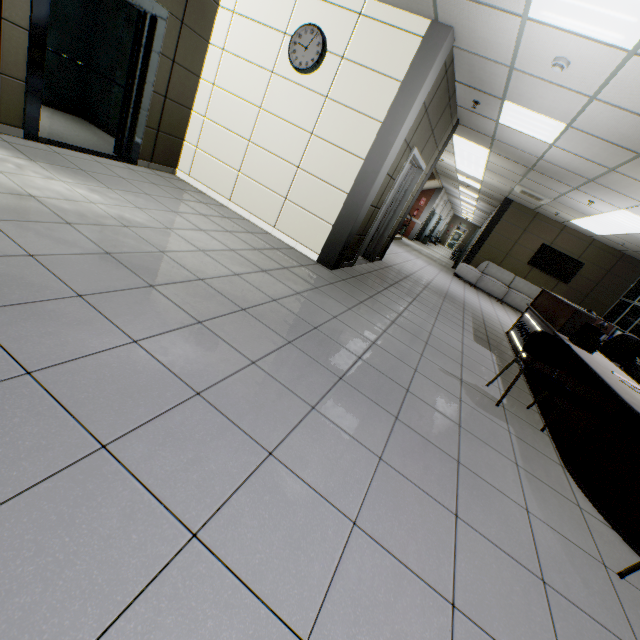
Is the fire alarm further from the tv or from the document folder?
the tv

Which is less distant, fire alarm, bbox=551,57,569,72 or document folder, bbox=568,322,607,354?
fire alarm, bbox=551,57,569,72

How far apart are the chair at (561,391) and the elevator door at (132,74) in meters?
6.3 m

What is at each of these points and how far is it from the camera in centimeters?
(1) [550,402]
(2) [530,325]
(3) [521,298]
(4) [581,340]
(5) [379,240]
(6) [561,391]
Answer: (1) desk, 376cm
(2) sign, 599cm
(3) sofa, 1146cm
(4) document folder, 427cm
(5) door, 704cm
(6) chair, 320cm

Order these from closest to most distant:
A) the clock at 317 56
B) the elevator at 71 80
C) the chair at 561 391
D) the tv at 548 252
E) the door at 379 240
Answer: the chair at 561 391
the elevator at 71 80
the clock at 317 56
the door at 379 240
the tv at 548 252

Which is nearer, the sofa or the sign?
the sign

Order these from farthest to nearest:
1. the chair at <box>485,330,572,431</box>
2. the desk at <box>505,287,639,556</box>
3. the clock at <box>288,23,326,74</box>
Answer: the clock at <box>288,23,326,74</box> < the chair at <box>485,330,572,431</box> < the desk at <box>505,287,639,556</box>

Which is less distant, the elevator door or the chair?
the chair
